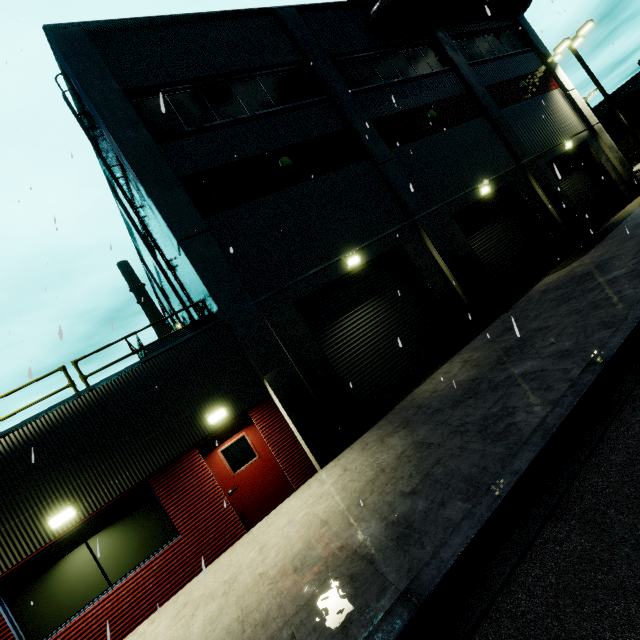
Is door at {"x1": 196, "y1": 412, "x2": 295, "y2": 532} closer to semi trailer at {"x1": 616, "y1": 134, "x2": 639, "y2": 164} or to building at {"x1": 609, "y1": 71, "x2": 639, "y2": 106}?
building at {"x1": 609, "y1": 71, "x2": 639, "y2": 106}

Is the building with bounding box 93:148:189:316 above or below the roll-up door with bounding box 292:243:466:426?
above

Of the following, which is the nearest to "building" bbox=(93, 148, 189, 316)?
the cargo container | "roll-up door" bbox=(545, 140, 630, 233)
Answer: "roll-up door" bbox=(545, 140, 630, 233)

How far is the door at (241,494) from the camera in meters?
8.1 m

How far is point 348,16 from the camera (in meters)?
14.32

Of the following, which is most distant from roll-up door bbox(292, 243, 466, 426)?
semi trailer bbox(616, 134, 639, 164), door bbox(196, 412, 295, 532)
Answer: door bbox(196, 412, 295, 532)

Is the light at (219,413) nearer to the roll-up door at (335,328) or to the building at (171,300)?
the building at (171,300)

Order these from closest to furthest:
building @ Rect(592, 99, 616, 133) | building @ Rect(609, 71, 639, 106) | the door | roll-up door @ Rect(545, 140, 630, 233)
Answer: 1. the door
2. roll-up door @ Rect(545, 140, 630, 233)
3. building @ Rect(609, 71, 639, 106)
4. building @ Rect(592, 99, 616, 133)
